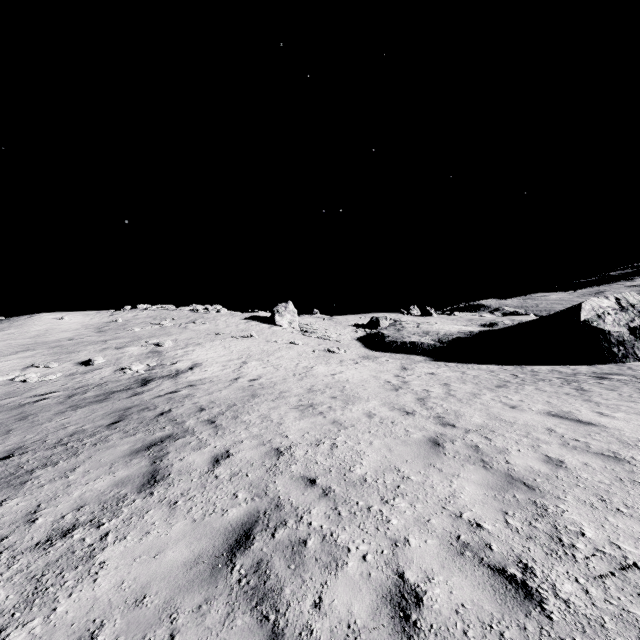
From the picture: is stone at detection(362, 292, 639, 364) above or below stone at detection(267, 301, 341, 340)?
below

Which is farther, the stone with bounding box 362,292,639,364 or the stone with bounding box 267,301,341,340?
the stone with bounding box 267,301,341,340

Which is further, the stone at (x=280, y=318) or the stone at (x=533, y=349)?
the stone at (x=280, y=318)

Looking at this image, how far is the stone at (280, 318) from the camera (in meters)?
34.71

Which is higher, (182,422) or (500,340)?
(182,422)

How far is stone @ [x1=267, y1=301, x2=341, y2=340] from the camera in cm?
3471
